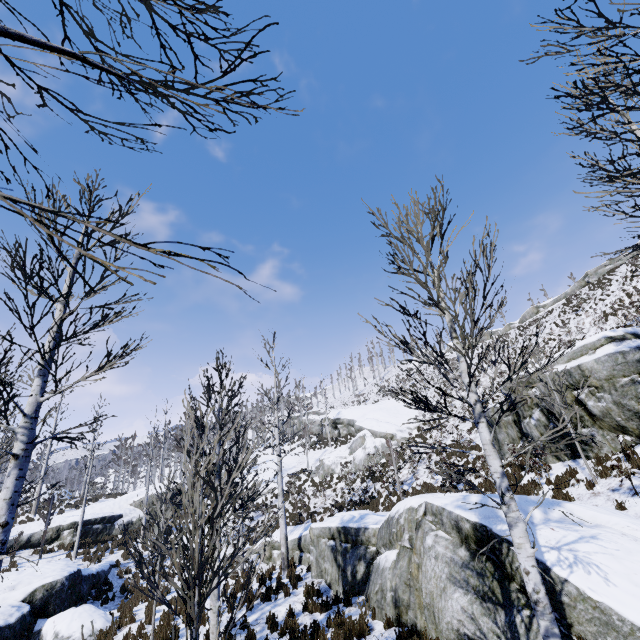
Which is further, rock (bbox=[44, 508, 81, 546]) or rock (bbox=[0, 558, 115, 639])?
rock (bbox=[44, 508, 81, 546])

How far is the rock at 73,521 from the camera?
20.8 meters

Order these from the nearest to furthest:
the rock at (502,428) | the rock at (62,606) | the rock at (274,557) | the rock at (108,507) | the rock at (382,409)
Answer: the rock at (62,606)
the rock at (502,428)
the rock at (274,557)
the rock at (108,507)
the rock at (382,409)

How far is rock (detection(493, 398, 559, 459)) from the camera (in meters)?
13.51

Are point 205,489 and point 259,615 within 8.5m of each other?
no

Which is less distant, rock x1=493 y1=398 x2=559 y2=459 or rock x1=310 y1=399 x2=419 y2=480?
rock x1=493 y1=398 x2=559 y2=459

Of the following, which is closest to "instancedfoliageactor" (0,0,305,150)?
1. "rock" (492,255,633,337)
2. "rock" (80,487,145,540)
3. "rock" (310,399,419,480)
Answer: "rock" (310,399,419,480)

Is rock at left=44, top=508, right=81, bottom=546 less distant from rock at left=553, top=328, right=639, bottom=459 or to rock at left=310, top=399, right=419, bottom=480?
rock at left=310, top=399, right=419, bottom=480
